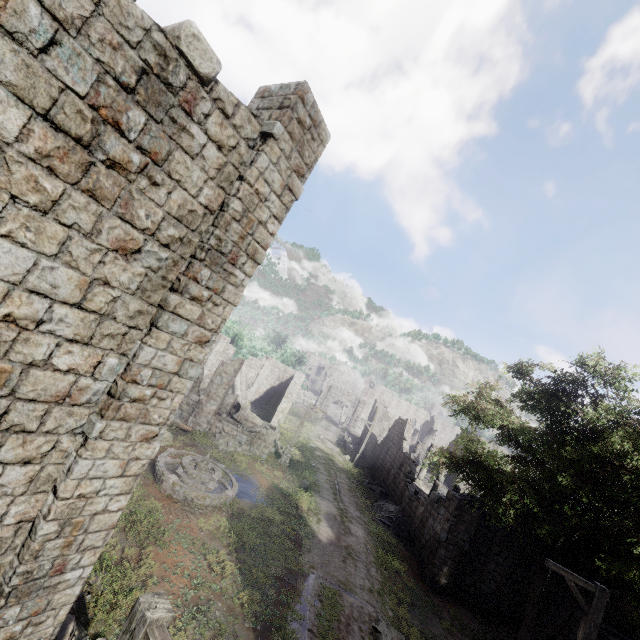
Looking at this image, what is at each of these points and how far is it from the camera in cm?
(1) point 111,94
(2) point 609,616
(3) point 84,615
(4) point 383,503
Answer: (1) building, 408
(2) building, 1722
(3) rubble, 724
(4) rubble, 2450

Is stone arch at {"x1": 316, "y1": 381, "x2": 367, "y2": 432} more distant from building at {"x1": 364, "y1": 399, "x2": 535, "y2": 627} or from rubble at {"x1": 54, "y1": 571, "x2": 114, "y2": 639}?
rubble at {"x1": 54, "y1": 571, "x2": 114, "y2": 639}

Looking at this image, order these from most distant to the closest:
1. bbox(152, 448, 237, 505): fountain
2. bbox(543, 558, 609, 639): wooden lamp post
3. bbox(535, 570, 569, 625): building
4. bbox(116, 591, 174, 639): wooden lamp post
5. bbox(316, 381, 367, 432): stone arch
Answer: bbox(316, 381, 367, 432): stone arch
bbox(535, 570, 569, 625): building
bbox(152, 448, 237, 505): fountain
bbox(543, 558, 609, 639): wooden lamp post
bbox(116, 591, 174, 639): wooden lamp post

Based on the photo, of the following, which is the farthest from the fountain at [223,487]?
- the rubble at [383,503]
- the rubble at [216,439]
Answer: the rubble at [383,503]

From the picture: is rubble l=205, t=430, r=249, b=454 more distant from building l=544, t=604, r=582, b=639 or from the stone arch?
the stone arch

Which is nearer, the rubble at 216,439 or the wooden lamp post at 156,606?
the wooden lamp post at 156,606

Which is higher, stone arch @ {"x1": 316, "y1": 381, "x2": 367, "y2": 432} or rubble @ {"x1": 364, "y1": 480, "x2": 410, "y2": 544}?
stone arch @ {"x1": 316, "y1": 381, "x2": 367, "y2": 432}

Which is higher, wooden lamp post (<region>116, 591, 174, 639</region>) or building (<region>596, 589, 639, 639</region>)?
wooden lamp post (<region>116, 591, 174, 639</region>)
